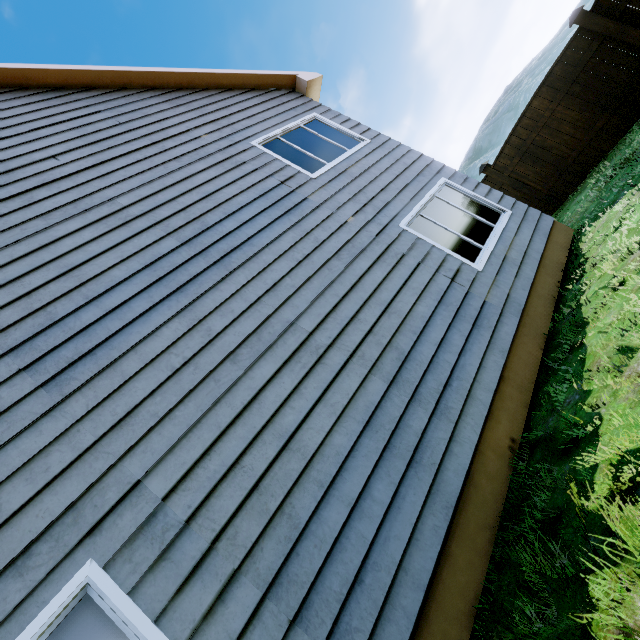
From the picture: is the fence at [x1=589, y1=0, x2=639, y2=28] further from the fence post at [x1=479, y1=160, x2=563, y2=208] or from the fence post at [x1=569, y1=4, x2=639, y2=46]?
the fence post at [x1=479, y1=160, x2=563, y2=208]

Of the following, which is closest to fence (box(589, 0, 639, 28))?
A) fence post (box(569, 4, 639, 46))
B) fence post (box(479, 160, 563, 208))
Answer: fence post (box(569, 4, 639, 46))

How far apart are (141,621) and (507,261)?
5.7 meters

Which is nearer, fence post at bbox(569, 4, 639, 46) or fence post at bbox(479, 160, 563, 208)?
fence post at bbox(569, 4, 639, 46)

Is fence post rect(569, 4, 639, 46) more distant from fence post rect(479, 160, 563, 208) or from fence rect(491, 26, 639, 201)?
fence post rect(479, 160, 563, 208)

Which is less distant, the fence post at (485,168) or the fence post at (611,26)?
the fence post at (611,26)

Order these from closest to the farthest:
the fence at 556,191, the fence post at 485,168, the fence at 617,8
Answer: the fence at 617,8
the fence at 556,191
the fence post at 485,168

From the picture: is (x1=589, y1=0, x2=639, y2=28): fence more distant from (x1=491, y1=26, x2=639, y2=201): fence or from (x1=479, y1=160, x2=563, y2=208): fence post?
(x1=479, y1=160, x2=563, y2=208): fence post
